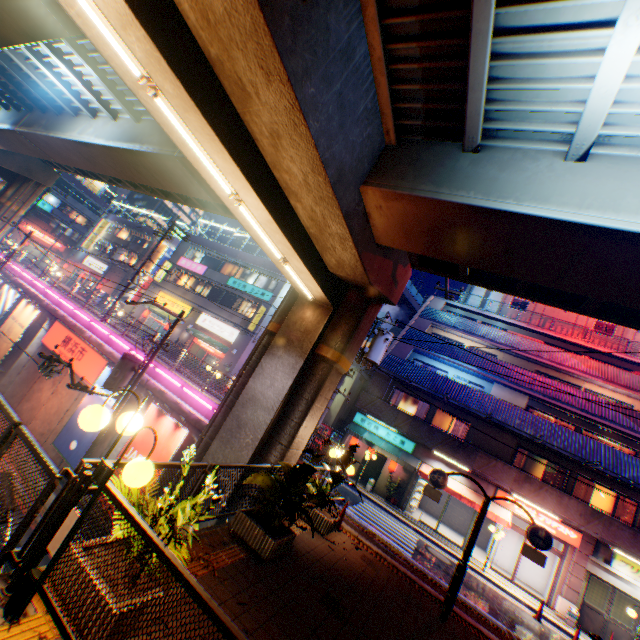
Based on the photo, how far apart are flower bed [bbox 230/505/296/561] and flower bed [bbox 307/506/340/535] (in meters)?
2.22

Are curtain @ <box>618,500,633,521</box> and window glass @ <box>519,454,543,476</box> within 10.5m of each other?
yes

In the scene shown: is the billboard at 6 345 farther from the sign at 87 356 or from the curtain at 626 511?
the curtain at 626 511

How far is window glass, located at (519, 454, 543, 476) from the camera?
18.9m

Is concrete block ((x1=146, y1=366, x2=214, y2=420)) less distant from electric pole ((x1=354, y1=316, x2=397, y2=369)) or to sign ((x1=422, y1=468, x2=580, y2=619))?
electric pole ((x1=354, y1=316, x2=397, y2=369))

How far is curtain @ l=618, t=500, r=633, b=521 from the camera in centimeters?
1670cm

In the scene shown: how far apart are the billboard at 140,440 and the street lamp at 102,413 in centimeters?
1063cm

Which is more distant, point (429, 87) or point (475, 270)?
point (475, 270)
